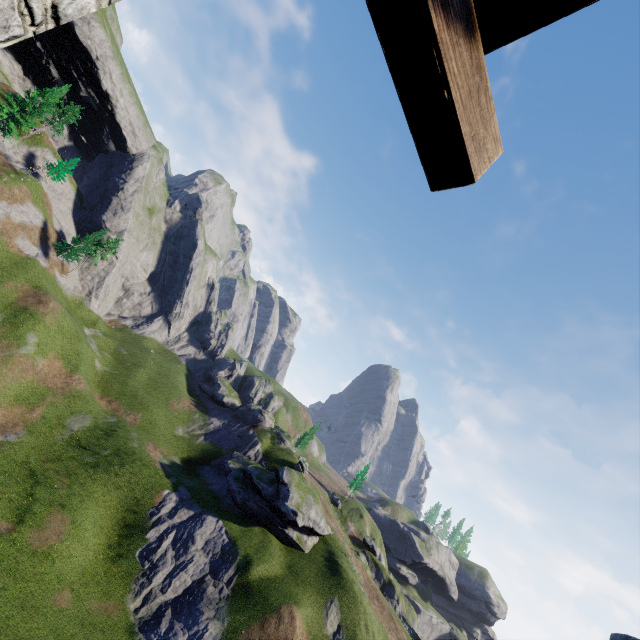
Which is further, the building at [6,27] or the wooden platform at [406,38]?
the building at [6,27]

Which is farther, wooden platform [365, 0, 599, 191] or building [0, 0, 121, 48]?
building [0, 0, 121, 48]

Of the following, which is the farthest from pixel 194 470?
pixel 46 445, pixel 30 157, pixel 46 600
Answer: pixel 30 157
